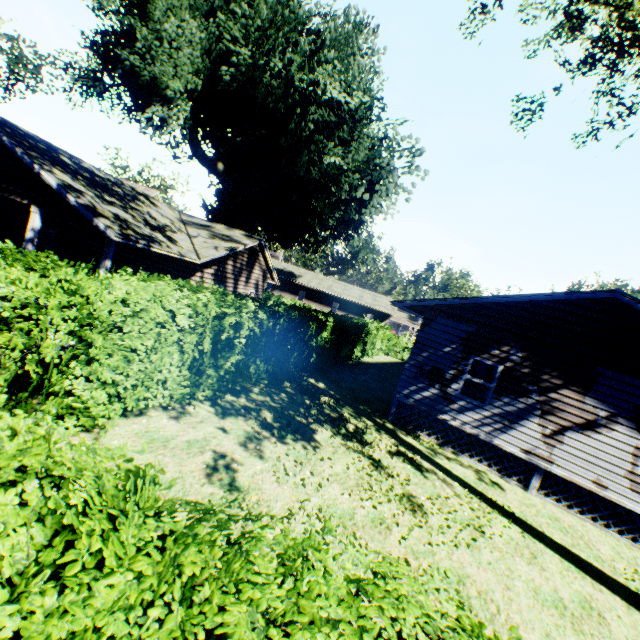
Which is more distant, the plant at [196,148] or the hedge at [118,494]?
the plant at [196,148]

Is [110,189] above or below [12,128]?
below

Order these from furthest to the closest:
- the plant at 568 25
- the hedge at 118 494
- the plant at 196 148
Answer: the plant at 196 148 < the plant at 568 25 < the hedge at 118 494

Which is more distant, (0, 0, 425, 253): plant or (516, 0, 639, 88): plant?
(0, 0, 425, 253): plant

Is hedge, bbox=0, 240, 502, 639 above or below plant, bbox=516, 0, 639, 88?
below

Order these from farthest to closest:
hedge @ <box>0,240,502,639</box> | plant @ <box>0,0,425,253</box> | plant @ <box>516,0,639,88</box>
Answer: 1. plant @ <box>0,0,425,253</box>
2. plant @ <box>516,0,639,88</box>
3. hedge @ <box>0,240,502,639</box>

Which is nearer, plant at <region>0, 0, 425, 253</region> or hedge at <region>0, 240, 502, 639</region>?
hedge at <region>0, 240, 502, 639</region>
